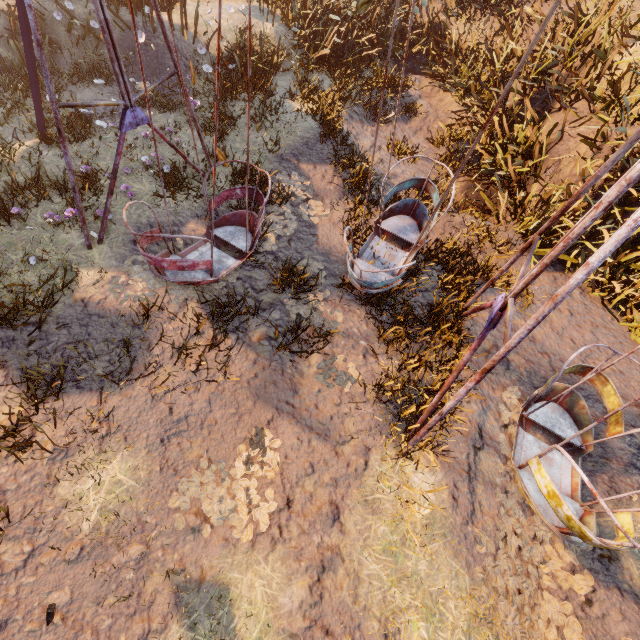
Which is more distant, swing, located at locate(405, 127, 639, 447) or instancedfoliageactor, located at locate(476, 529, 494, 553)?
instancedfoliageactor, located at locate(476, 529, 494, 553)

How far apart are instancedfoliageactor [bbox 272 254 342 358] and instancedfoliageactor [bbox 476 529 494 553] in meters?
2.9 m

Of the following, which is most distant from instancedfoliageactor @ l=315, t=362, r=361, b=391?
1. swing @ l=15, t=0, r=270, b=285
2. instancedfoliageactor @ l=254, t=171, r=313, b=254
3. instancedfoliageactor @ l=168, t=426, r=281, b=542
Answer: instancedfoliageactor @ l=254, t=171, r=313, b=254

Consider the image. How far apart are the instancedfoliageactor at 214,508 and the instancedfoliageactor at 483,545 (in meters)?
2.25

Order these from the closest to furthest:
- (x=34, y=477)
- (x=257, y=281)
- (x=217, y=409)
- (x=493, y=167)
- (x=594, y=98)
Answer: (x=34, y=477) < (x=217, y=409) < (x=257, y=281) < (x=594, y=98) < (x=493, y=167)

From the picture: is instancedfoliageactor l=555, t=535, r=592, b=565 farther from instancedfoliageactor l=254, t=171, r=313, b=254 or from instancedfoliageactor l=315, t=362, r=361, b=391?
instancedfoliageactor l=254, t=171, r=313, b=254

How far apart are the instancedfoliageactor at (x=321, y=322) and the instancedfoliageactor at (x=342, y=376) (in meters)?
0.49

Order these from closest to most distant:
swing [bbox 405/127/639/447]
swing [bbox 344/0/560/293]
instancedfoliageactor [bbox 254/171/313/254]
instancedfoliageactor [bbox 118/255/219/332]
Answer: swing [bbox 405/127/639/447] → swing [bbox 344/0/560/293] → instancedfoliageactor [bbox 118/255/219/332] → instancedfoliageactor [bbox 254/171/313/254]
